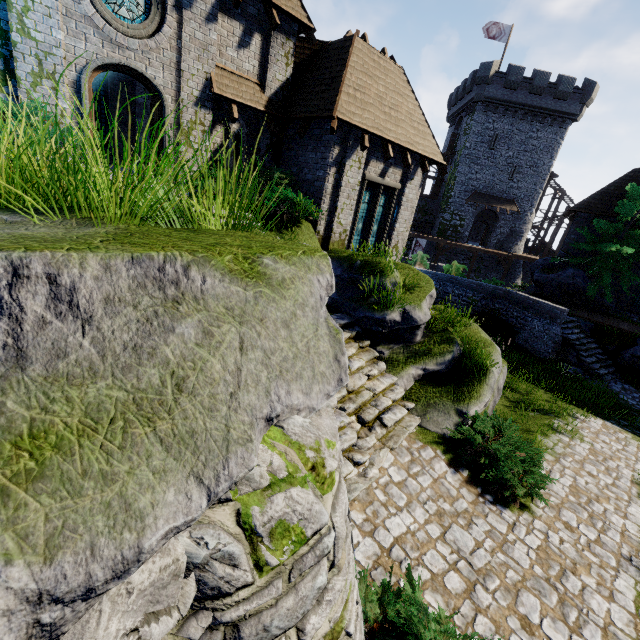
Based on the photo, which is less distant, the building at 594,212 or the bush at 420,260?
the building at 594,212

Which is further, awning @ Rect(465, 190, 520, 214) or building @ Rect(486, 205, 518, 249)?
building @ Rect(486, 205, 518, 249)

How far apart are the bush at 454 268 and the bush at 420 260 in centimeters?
468cm

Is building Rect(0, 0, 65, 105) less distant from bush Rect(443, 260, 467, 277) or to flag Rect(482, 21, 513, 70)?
bush Rect(443, 260, 467, 277)

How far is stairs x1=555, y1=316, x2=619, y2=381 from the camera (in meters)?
15.55

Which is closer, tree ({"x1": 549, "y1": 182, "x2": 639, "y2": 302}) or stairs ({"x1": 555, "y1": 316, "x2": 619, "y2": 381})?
stairs ({"x1": 555, "y1": 316, "x2": 619, "y2": 381})

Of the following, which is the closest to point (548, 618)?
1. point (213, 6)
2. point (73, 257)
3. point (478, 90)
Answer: point (73, 257)

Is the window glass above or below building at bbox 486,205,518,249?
above
